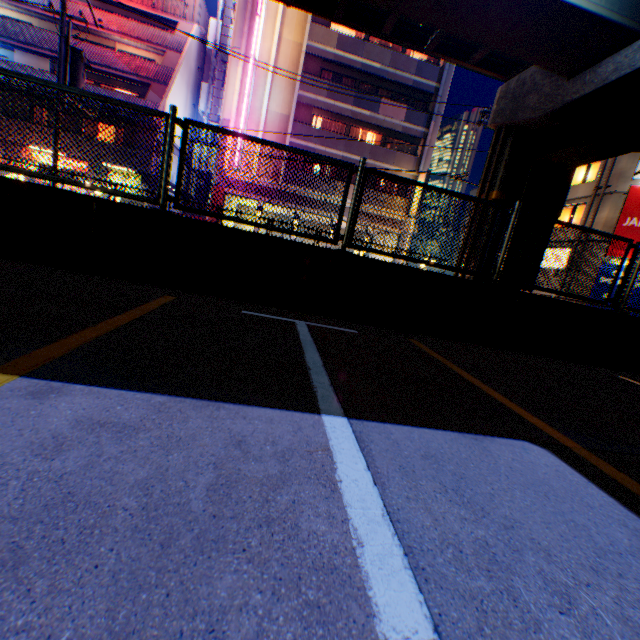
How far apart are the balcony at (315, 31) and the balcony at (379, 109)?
2.0 meters

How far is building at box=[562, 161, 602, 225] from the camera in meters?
21.5

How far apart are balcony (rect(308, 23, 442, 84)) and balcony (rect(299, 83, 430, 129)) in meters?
2.0 m

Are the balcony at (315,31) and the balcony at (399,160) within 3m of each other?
no

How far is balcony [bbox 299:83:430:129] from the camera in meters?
22.8 m

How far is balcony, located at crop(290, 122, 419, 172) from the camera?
23.2m

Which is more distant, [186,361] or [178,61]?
[178,61]

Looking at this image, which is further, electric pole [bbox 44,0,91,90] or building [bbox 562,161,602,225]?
building [bbox 562,161,602,225]
